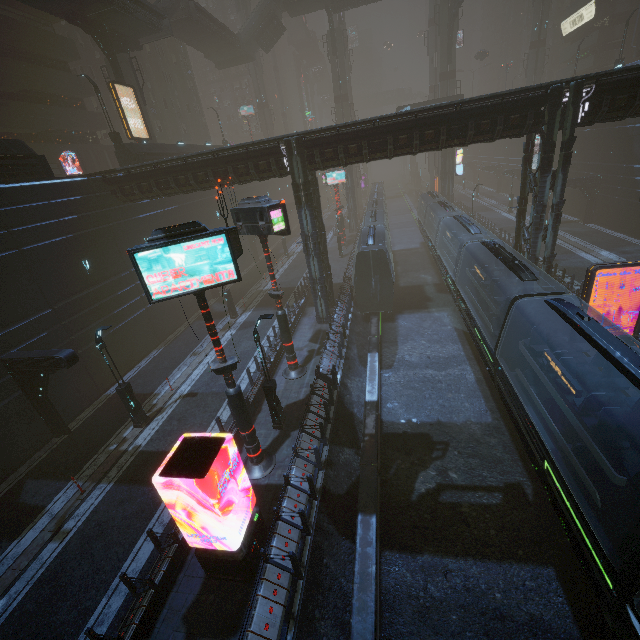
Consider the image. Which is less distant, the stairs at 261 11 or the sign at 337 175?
the sign at 337 175

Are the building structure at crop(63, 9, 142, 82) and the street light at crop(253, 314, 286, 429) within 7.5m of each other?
no

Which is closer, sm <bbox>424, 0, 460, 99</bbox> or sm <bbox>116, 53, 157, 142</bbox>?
sm <bbox>116, 53, 157, 142</bbox>

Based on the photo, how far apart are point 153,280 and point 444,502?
12.2m

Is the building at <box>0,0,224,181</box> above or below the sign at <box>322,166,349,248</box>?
above

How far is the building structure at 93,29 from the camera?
23.6 meters

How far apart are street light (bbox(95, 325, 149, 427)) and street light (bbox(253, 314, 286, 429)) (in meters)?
6.65

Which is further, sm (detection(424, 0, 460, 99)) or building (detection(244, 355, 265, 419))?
sm (detection(424, 0, 460, 99))
